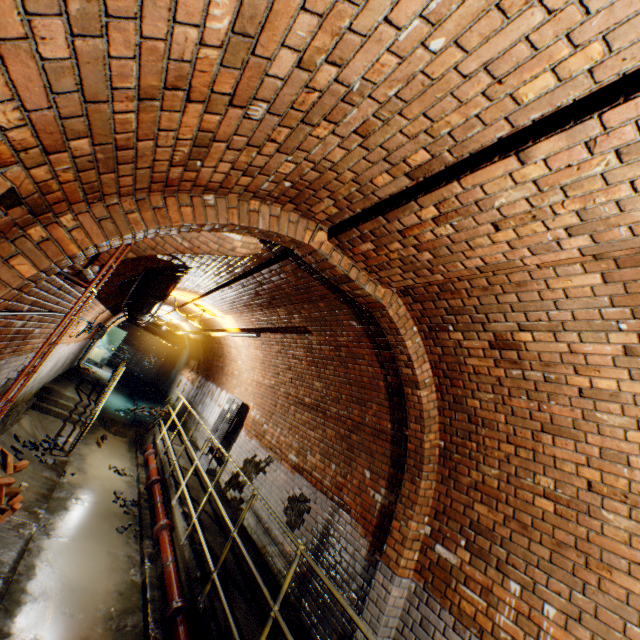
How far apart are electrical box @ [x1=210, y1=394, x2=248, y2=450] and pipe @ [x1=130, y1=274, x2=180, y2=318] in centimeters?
325cm

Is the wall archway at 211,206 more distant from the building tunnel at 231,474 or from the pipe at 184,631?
the pipe at 184,631

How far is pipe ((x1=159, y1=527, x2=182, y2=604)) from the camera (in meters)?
4.29

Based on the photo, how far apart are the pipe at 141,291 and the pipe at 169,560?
3.81m

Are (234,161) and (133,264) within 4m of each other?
yes

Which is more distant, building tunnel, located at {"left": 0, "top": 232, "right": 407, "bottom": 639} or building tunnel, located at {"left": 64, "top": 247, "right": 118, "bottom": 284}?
building tunnel, located at {"left": 0, "top": 232, "right": 407, "bottom": 639}

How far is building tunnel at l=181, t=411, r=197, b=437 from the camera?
12.02m
